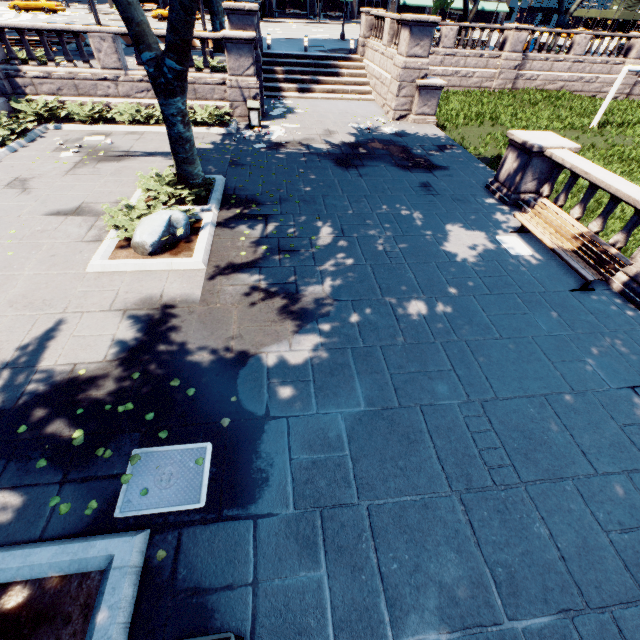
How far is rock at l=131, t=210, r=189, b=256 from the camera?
7.1m

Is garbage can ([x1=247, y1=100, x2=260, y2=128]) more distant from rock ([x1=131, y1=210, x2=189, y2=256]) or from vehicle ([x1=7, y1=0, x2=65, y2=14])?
vehicle ([x1=7, y1=0, x2=65, y2=14])

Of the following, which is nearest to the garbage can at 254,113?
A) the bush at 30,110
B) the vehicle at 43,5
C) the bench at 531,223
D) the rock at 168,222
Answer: the bush at 30,110

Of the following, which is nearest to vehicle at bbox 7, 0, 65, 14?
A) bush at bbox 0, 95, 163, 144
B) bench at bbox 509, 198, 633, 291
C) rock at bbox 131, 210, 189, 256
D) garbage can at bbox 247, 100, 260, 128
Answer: bush at bbox 0, 95, 163, 144

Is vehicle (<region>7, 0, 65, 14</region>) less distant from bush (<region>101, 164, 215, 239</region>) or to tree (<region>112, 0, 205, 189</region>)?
tree (<region>112, 0, 205, 189</region>)

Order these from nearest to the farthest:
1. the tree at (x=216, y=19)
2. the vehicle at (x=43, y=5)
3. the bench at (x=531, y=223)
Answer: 1. the bench at (x=531, y=223)
2. the tree at (x=216, y=19)
3. the vehicle at (x=43, y=5)

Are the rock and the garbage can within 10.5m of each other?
yes

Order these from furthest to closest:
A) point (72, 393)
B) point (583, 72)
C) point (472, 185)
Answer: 1. point (583, 72)
2. point (472, 185)
3. point (72, 393)
